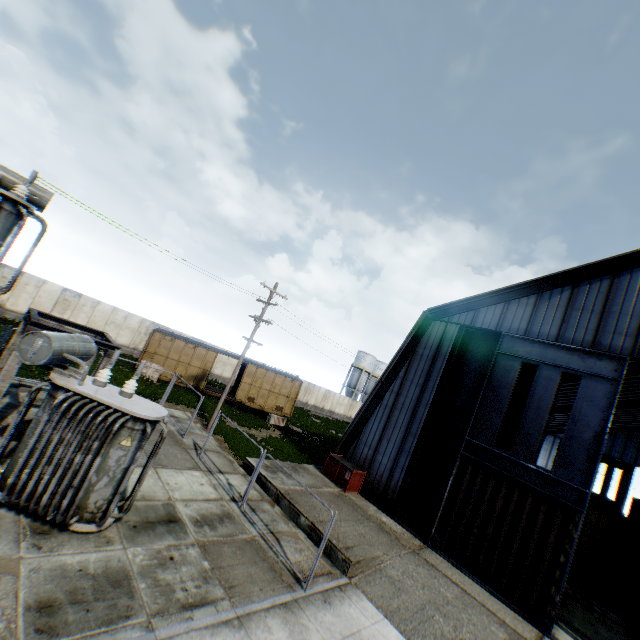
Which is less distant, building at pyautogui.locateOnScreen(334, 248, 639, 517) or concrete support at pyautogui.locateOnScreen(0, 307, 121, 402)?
concrete support at pyautogui.locateOnScreen(0, 307, 121, 402)

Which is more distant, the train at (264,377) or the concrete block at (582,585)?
the train at (264,377)

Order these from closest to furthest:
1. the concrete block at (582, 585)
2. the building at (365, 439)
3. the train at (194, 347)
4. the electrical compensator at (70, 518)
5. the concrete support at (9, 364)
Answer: the electrical compensator at (70, 518) → the concrete support at (9, 364) → the building at (365, 439) → the concrete block at (582, 585) → the train at (194, 347)

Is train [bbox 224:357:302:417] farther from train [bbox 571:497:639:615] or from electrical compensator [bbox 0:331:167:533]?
train [bbox 571:497:639:615]

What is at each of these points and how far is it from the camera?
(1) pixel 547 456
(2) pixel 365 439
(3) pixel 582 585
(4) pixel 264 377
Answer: (1) building, 49.6m
(2) building, 18.6m
(3) concrete block, 17.4m
(4) train, 27.3m

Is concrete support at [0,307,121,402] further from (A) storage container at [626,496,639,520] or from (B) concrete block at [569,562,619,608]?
(A) storage container at [626,496,639,520]

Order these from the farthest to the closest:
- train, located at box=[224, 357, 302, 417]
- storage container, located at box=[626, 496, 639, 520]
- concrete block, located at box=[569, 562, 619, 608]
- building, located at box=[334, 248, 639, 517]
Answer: train, located at box=[224, 357, 302, 417] < storage container, located at box=[626, 496, 639, 520] < concrete block, located at box=[569, 562, 619, 608] < building, located at box=[334, 248, 639, 517]

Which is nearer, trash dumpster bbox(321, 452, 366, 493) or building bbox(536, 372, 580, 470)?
trash dumpster bbox(321, 452, 366, 493)
